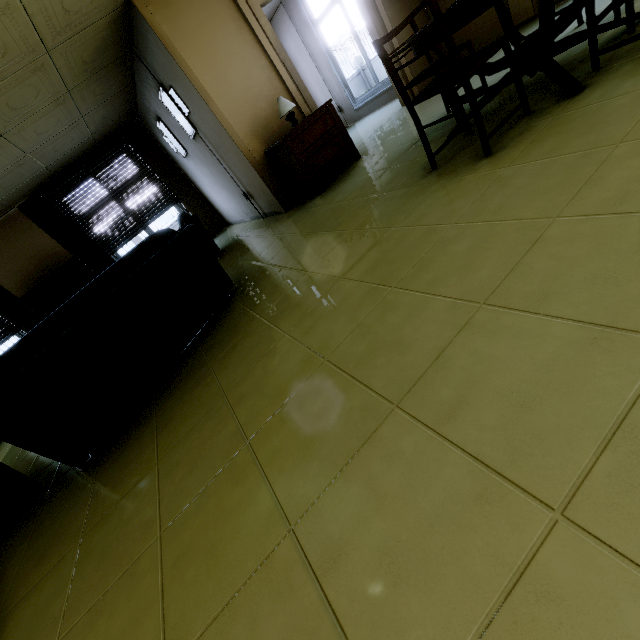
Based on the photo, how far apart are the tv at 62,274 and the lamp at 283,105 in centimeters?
523cm

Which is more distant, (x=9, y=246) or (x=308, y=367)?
(x=9, y=246)

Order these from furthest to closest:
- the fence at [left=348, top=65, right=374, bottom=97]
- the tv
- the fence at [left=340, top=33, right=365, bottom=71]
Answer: the fence at [left=348, top=65, right=374, bottom=97] → the fence at [left=340, top=33, right=365, bottom=71] → the tv

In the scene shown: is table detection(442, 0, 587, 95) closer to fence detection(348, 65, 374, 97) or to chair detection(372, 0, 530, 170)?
chair detection(372, 0, 530, 170)

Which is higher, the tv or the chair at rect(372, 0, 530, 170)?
the tv

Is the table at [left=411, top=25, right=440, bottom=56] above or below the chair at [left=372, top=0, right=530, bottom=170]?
above

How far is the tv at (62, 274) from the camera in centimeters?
638cm

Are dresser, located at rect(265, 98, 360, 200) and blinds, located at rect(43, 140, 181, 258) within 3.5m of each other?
no
